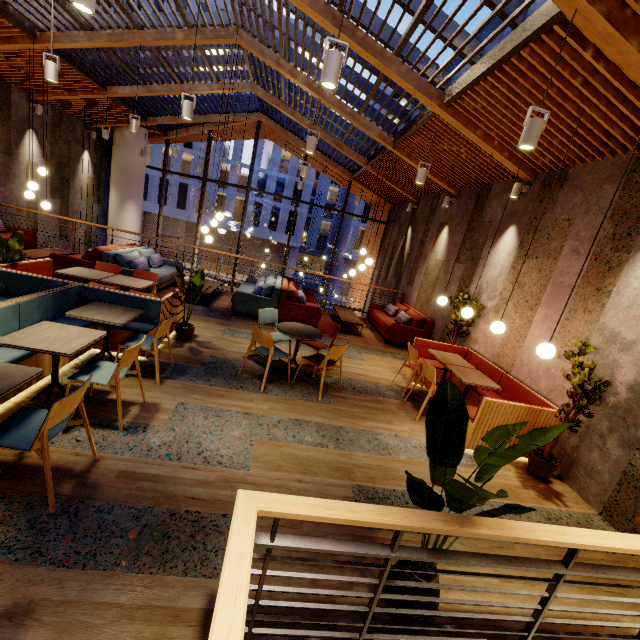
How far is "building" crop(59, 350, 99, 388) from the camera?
3.78m

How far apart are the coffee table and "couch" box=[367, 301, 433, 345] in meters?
0.6

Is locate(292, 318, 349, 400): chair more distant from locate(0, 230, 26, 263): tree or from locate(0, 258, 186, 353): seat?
locate(0, 230, 26, 263): tree

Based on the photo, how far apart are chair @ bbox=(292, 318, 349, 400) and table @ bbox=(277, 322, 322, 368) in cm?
22

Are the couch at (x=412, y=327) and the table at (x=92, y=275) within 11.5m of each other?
yes

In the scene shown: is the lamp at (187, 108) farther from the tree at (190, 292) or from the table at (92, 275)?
the table at (92, 275)

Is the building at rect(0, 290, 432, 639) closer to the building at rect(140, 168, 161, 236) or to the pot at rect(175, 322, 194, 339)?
the pot at rect(175, 322, 194, 339)

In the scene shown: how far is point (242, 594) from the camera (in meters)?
1.05
